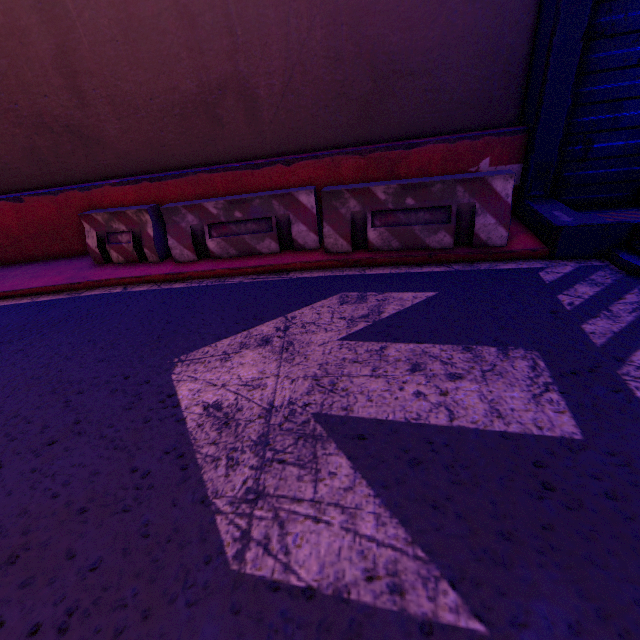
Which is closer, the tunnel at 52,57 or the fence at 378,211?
the tunnel at 52,57

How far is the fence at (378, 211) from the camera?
4.2 meters

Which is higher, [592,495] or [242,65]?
[242,65]

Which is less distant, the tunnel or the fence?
the tunnel

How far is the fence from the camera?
4.2 meters
